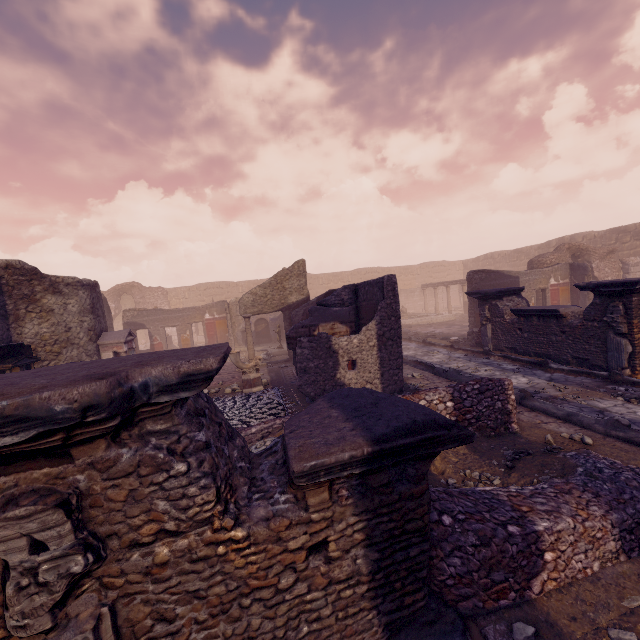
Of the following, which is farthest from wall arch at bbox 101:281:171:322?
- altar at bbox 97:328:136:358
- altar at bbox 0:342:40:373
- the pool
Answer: altar at bbox 0:342:40:373

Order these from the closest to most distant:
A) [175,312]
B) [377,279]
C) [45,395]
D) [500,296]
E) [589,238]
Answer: [45,395] → [377,279] → [500,296] → [175,312] → [589,238]

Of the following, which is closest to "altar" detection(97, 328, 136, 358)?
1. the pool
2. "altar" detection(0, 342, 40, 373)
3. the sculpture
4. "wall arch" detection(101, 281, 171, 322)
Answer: "altar" detection(0, 342, 40, 373)

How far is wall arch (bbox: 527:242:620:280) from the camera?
16.4 meters

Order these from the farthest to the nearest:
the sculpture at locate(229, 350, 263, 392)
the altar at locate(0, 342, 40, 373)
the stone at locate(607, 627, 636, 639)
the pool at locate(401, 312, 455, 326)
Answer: the pool at locate(401, 312, 455, 326)
the sculpture at locate(229, 350, 263, 392)
the altar at locate(0, 342, 40, 373)
the stone at locate(607, 627, 636, 639)

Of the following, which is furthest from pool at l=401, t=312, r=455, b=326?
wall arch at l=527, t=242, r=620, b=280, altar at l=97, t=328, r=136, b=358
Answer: altar at l=97, t=328, r=136, b=358

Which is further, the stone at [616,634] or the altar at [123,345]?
the altar at [123,345]

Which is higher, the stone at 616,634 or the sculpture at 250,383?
the sculpture at 250,383
